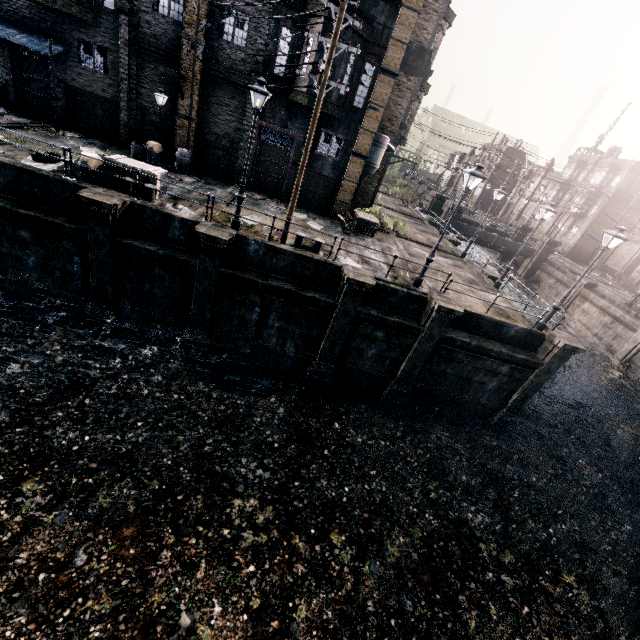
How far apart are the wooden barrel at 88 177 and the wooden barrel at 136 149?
6.2m

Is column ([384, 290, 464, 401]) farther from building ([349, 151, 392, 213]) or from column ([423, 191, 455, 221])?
Result: column ([423, 191, 455, 221])

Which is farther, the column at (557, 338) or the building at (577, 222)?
the building at (577, 222)

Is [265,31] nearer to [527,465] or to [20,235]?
[20,235]

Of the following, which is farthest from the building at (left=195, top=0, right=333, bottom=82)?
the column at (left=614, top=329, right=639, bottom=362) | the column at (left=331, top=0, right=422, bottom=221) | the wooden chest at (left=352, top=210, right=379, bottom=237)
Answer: the column at (left=614, top=329, right=639, bottom=362)

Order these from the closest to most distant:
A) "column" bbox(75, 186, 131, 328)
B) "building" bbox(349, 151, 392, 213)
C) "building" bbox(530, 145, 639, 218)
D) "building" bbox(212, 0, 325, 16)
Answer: "column" bbox(75, 186, 131, 328)
"building" bbox(212, 0, 325, 16)
"building" bbox(349, 151, 392, 213)
"building" bbox(530, 145, 639, 218)

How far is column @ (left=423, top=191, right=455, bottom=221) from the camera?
36.69m

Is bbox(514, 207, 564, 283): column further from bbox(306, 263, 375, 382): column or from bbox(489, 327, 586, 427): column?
bbox(306, 263, 375, 382): column
